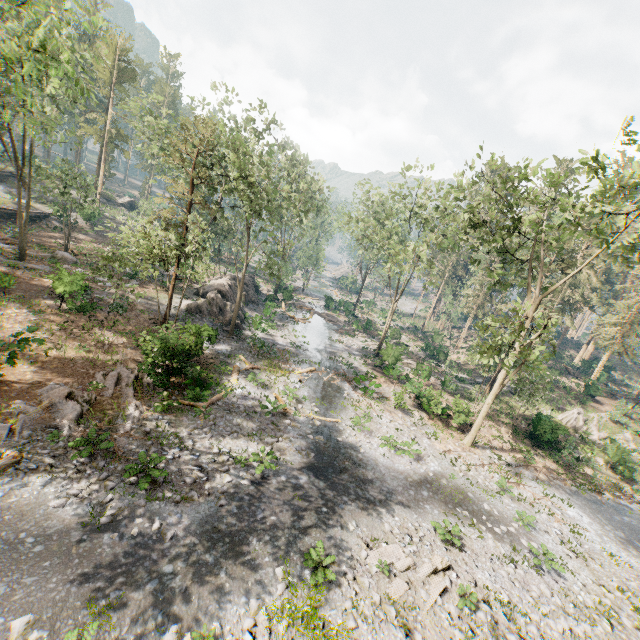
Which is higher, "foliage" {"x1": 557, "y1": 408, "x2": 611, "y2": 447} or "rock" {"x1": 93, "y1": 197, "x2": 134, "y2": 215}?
"rock" {"x1": 93, "y1": 197, "x2": 134, "y2": 215}

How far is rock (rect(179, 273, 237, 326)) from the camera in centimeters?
2950cm

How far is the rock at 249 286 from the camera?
38.4 meters

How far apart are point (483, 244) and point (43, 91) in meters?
35.4 m

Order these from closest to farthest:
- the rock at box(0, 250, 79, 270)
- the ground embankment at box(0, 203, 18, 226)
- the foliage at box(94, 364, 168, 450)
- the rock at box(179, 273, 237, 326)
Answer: the foliage at box(94, 364, 168, 450) < the rock at box(0, 250, 79, 270) < the rock at box(179, 273, 237, 326) < the ground embankment at box(0, 203, 18, 226)

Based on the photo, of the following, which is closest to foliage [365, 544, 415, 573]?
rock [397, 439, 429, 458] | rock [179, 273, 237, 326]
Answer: rock [179, 273, 237, 326]

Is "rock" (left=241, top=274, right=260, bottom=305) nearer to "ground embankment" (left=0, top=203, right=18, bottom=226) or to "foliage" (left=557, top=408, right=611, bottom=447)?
"foliage" (left=557, top=408, right=611, bottom=447)

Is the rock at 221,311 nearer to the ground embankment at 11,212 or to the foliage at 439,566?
the foliage at 439,566
